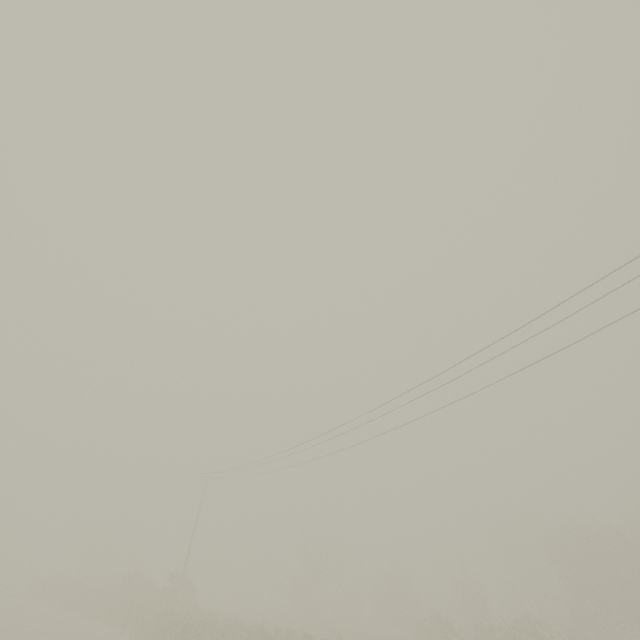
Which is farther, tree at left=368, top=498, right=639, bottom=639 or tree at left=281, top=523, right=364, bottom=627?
tree at left=281, top=523, right=364, bottom=627

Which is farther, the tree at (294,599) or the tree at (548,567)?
the tree at (294,599)

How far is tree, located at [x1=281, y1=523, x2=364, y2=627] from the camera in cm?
4271

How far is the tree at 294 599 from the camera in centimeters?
4271cm

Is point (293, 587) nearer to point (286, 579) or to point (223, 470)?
point (286, 579)
